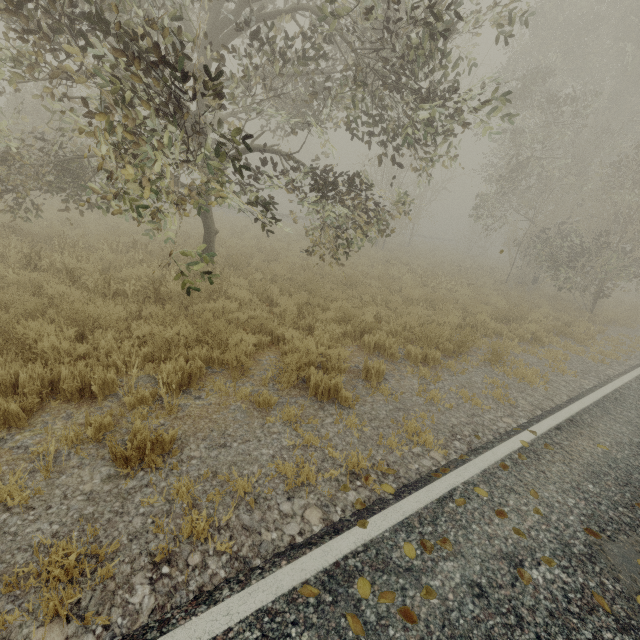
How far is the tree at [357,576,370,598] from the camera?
2.44m

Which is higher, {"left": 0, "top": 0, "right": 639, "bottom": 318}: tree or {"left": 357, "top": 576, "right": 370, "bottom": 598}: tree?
{"left": 0, "top": 0, "right": 639, "bottom": 318}: tree

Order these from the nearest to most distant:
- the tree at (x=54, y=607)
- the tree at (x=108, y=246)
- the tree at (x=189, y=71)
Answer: the tree at (x=54, y=607) < the tree at (x=189, y=71) < the tree at (x=108, y=246)

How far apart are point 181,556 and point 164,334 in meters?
3.5 m

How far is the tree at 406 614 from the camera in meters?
2.3 m

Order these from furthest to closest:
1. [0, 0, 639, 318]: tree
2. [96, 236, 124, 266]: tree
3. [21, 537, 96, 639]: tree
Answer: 1. [96, 236, 124, 266]: tree
2. [0, 0, 639, 318]: tree
3. [21, 537, 96, 639]: tree
